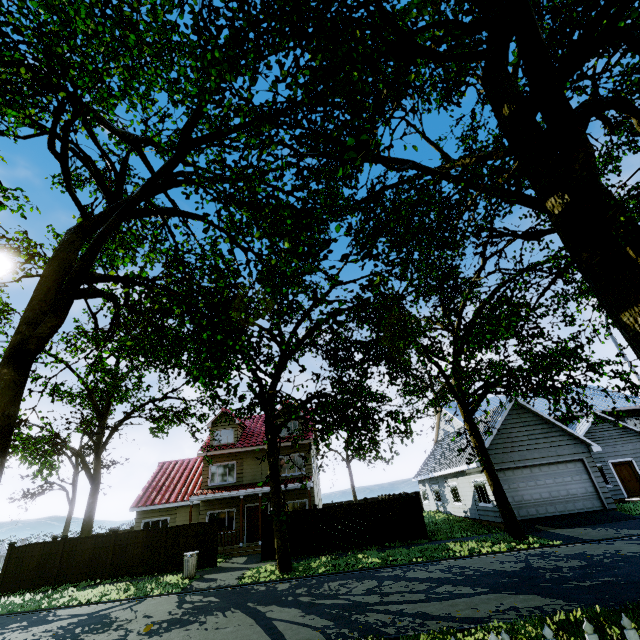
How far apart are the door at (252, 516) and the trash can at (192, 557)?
6.88m

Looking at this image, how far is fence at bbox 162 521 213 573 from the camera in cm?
1667

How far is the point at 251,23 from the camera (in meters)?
6.86

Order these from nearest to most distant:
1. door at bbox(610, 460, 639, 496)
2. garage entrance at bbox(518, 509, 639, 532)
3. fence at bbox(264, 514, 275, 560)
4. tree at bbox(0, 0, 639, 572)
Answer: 1. tree at bbox(0, 0, 639, 572)
2. garage entrance at bbox(518, 509, 639, 532)
3. fence at bbox(264, 514, 275, 560)
4. door at bbox(610, 460, 639, 496)

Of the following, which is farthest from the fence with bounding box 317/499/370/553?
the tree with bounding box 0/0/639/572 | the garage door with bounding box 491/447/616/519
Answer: the garage door with bounding box 491/447/616/519

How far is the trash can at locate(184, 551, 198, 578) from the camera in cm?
1448

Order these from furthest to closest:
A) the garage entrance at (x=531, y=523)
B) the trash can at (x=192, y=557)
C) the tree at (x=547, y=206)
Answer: the garage entrance at (x=531, y=523)
the trash can at (x=192, y=557)
the tree at (x=547, y=206)

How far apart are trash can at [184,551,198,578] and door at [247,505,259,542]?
6.88m
